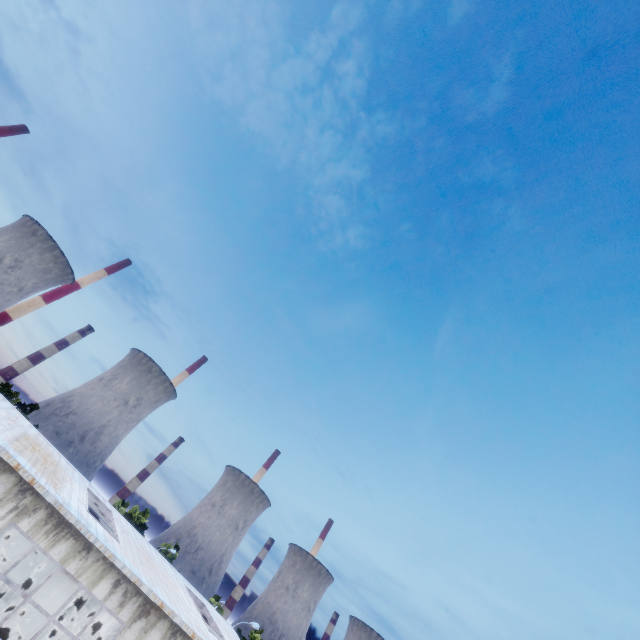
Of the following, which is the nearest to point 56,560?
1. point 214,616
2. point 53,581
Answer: point 214,616
